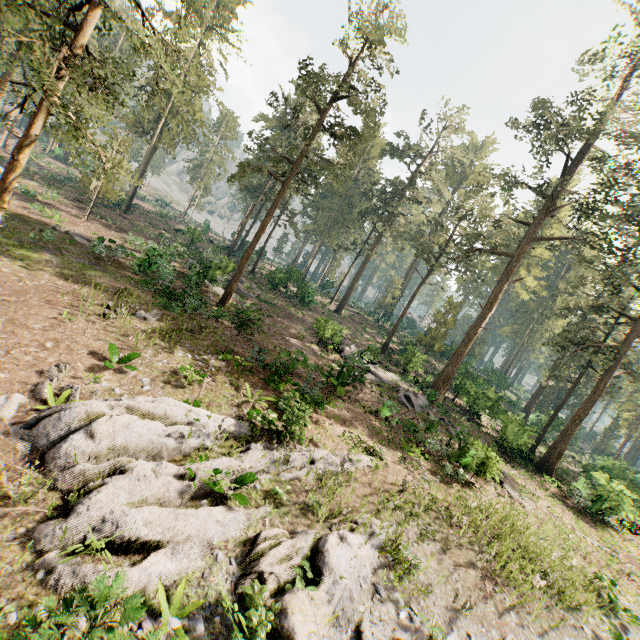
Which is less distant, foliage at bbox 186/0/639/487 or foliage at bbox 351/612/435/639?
foliage at bbox 351/612/435/639

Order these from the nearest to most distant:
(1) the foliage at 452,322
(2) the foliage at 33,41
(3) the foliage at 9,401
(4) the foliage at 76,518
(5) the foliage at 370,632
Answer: (4) the foliage at 76,518
(5) the foliage at 370,632
(3) the foliage at 9,401
(2) the foliage at 33,41
(1) the foliage at 452,322

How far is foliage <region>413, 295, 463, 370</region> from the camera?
34.7 meters

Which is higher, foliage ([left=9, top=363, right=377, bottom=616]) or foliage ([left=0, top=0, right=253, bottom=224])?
foliage ([left=0, top=0, right=253, bottom=224])

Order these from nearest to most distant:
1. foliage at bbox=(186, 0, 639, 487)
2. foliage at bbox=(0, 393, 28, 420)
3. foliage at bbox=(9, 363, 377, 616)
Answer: foliage at bbox=(9, 363, 377, 616) < foliage at bbox=(0, 393, 28, 420) < foliage at bbox=(186, 0, 639, 487)

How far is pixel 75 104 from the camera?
13.02m

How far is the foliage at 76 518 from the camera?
6.43m
